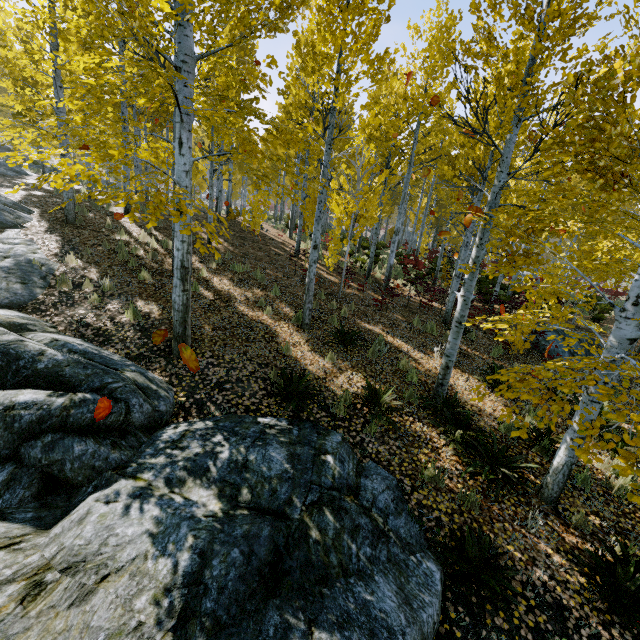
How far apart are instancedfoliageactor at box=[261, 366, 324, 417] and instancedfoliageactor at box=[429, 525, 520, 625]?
3.0 meters

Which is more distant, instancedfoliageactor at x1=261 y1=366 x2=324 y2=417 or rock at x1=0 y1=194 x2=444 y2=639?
instancedfoliageactor at x1=261 y1=366 x2=324 y2=417

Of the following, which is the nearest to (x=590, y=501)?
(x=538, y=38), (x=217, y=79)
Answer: (x=538, y=38)

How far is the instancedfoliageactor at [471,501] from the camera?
4.4 meters

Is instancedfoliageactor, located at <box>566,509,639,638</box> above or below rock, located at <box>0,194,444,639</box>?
below

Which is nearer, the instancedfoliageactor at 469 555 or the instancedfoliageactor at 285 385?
the instancedfoliageactor at 469 555

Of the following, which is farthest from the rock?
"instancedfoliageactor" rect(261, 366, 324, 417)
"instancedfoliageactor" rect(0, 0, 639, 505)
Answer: "instancedfoliageactor" rect(261, 366, 324, 417)

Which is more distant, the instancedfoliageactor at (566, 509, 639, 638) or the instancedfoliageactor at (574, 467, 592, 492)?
the instancedfoliageactor at (574, 467, 592, 492)
